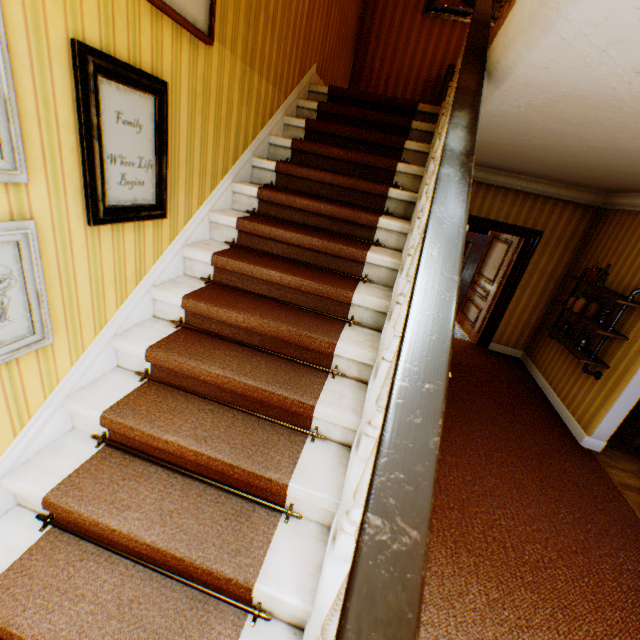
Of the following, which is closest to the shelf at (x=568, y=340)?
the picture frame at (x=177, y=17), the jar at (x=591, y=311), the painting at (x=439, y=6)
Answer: the jar at (x=591, y=311)

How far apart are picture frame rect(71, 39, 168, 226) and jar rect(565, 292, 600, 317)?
5.5m

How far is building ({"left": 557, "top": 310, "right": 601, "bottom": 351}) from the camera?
4.6 meters

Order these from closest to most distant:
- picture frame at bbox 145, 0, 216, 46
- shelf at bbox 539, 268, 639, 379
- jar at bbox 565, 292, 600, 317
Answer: picture frame at bbox 145, 0, 216, 46
shelf at bbox 539, 268, 639, 379
jar at bbox 565, 292, 600, 317

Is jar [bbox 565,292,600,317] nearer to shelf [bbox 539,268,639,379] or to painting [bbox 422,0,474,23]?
shelf [bbox 539,268,639,379]

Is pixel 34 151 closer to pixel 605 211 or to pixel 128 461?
pixel 128 461

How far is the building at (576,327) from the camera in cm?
462

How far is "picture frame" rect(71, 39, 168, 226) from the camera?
1.42m
